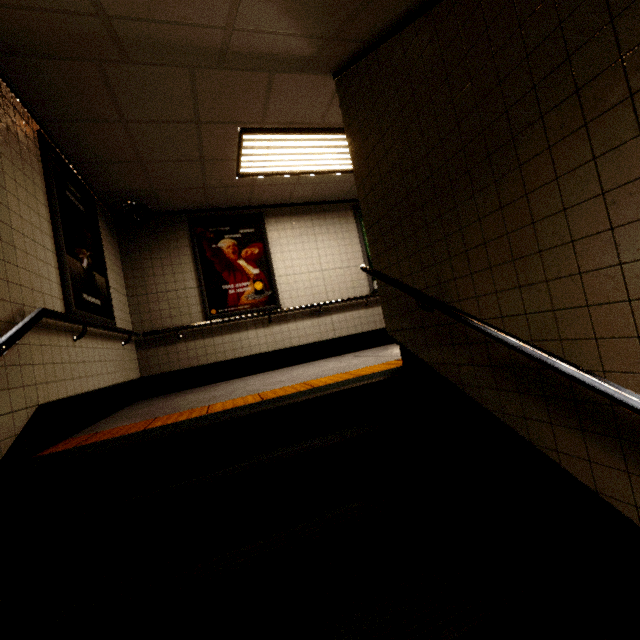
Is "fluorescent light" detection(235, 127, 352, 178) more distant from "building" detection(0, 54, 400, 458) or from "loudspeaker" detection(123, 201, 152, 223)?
"loudspeaker" detection(123, 201, 152, 223)

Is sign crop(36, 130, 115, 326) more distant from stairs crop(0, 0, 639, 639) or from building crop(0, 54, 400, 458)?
stairs crop(0, 0, 639, 639)

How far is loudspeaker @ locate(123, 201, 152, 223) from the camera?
4.74m

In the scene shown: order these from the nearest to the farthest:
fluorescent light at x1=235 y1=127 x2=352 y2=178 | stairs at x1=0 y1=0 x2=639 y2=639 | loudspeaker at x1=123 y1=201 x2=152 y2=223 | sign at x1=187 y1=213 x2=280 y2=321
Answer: stairs at x1=0 y1=0 x2=639 y2=639 → fluorescent light at x1=235 y1=127 x2=352 y2=178 → loudspeaker at x1=123 y1=201 x2=152 y2=223 → sign at x1=187 y1=213 x2=280 y2=321

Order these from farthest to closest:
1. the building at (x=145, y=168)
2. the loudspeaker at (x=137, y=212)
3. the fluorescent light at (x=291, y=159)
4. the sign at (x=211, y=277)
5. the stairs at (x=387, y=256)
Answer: the sign at (x=211, y=277) < the loudspeaker at (x=137, y=212) < the fluorescent light at (x=291, y=159) < the building at (x=145, y=168) < the stairs at (x=387, y=256)

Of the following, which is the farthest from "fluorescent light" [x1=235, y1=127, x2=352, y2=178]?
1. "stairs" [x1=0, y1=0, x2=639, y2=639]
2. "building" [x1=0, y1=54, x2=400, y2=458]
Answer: "stairs" [x1=0, y1=0, x2=639, y2=639]

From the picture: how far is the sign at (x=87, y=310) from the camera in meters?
3.0

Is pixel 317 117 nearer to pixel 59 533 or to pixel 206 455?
pixel 206 455
